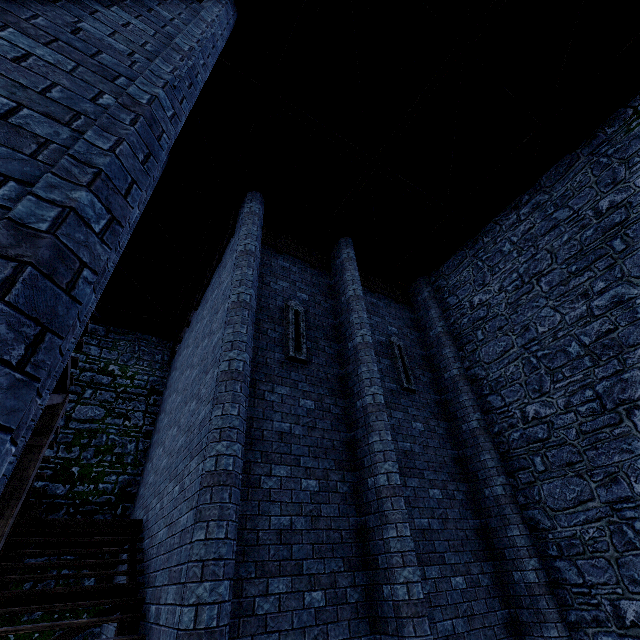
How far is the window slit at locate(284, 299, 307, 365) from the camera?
6.97m

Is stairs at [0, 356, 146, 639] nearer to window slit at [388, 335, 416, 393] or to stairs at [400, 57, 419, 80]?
stairs at [400, 57, 419, 80]

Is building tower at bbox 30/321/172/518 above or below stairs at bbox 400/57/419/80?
below

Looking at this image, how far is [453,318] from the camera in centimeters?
999cm

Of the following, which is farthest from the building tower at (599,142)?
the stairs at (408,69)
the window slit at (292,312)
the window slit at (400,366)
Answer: the window slit at (292,312)

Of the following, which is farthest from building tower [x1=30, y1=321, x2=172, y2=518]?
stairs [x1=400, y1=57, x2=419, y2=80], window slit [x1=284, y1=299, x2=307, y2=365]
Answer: window slit [x1=284, y1=299, x2=307, y2=365]

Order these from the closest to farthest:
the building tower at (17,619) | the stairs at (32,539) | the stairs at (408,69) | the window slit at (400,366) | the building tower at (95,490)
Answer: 1. the stairs at (32,539)
2. the stairs at (408,69)
3. the building tower at (17,619)
4. the window slit at (400,366)
5. the building tower at (95,490)

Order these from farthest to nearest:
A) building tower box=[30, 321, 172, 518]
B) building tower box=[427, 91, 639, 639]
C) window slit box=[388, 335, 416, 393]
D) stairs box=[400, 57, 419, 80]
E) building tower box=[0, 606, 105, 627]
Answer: building tower box=[30, 321, 172, 518] → window slit box=[388, 335, 416, 393] → building tower box=[0, 606, 105, 627] → stairs box=[400, 57, 419, 80] → building tower box=[427, 91, 639, 639]
